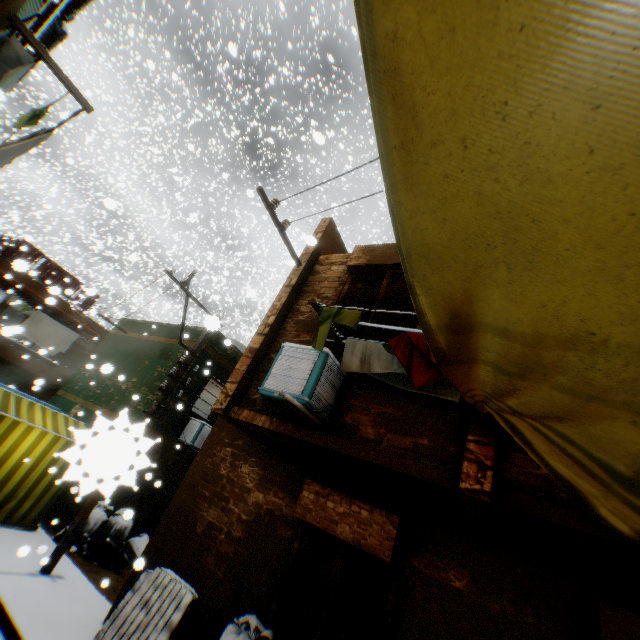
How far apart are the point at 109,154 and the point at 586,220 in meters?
47.9 m

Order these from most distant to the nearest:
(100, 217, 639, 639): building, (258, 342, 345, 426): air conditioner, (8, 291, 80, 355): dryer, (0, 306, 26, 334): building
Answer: (8, 291, 80, 355): dryer → (0, 306, 26, 334): building → (258, 342, 345, 426): air conditioner → (100, 217, 639, 639): building

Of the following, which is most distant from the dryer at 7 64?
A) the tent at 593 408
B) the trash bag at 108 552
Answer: the trash bag at 108 552

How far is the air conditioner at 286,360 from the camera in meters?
4.1 m

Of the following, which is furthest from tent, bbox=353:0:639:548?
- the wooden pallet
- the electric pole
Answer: the wooden pallet

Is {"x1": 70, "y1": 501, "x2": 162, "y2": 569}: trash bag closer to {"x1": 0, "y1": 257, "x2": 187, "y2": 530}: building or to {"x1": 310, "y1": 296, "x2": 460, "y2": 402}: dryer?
{"x1": 0, "y1": 257, "x2": 187, "y2": 530}: building

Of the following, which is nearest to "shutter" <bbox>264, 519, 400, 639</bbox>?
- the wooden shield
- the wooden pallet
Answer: the wooden pallet

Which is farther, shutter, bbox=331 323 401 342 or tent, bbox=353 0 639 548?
shutter, bbox=331 323 401 342
